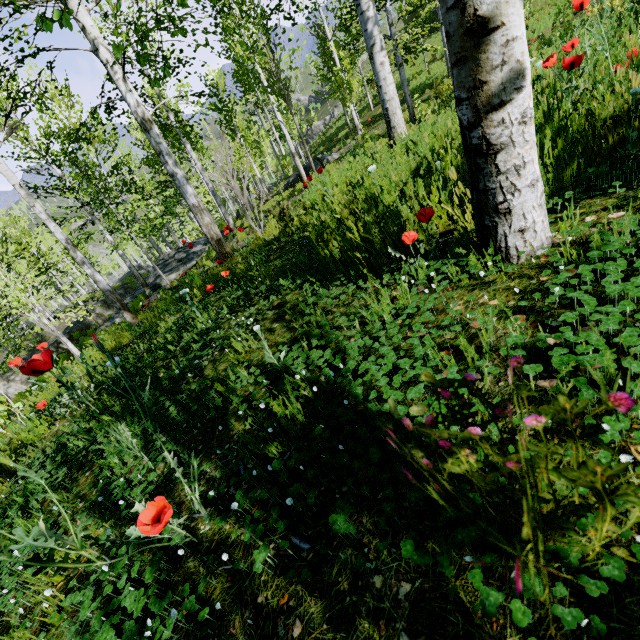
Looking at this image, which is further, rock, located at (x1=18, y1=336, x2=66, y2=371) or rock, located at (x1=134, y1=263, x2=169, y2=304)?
rock, located at (x1=134, y1=263, x2=169, y2=304)

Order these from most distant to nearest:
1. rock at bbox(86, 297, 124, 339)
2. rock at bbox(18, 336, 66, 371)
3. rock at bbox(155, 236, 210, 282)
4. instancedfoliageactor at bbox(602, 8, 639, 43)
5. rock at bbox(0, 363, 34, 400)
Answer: rock at bbox(86, 297, 124, 339) → rock at bbox(155, 236, 210, 282) → rock at bbox(0, 363, 34, 400) → instancedfoliageactor at bbox(602, 8, 639, 43) → rock at bbox(18, 336, 66, 371)

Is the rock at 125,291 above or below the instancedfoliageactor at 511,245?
below

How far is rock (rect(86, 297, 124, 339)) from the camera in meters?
16.4

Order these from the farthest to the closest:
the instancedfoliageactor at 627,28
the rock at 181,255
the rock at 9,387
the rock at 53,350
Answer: the rock at 181,255
the rock at 9,387
the instancedfoliageactor at 627,28
the rock at 53,350

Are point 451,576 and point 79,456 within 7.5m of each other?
yes

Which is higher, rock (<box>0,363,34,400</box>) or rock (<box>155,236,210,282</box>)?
rock (<box>155,236,210,282</box>)
